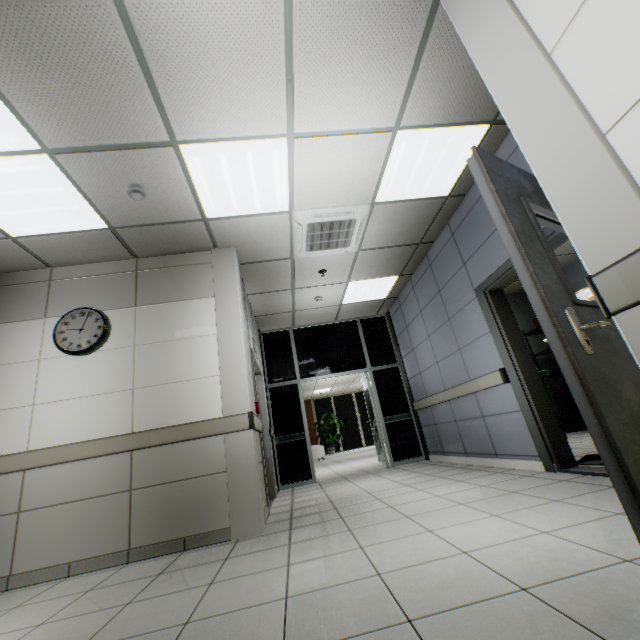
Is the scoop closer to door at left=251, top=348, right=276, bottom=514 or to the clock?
door at left=251, top=348, right=276, bottom=514

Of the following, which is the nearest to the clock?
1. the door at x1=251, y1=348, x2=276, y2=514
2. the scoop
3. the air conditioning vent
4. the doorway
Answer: the door at x1=251, y1=348, x2=276, y2=514

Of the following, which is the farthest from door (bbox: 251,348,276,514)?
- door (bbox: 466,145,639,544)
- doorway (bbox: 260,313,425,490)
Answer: door (bbox: 466,145,639,544)

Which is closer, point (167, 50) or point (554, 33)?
point (554, 33)

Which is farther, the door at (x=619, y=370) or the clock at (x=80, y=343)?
the clock at (x=80, y=343)

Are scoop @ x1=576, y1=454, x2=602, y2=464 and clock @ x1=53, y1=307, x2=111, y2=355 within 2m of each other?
no

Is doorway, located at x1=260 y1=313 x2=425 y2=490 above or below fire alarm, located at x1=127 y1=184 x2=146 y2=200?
below

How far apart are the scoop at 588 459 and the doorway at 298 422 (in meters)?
3.37
